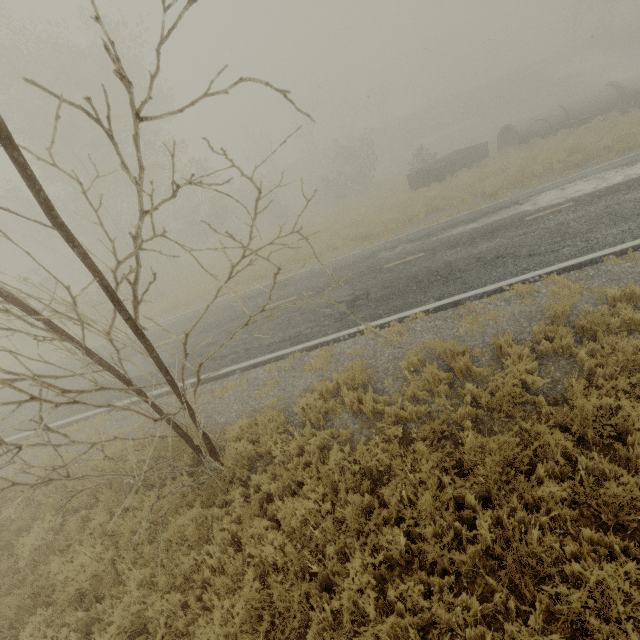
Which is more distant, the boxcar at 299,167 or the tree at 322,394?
the boxcar at 299,167

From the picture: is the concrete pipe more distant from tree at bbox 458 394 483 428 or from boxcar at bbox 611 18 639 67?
boxcar at bbox 611 18 639 67

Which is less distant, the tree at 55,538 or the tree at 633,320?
the tree at 55,538

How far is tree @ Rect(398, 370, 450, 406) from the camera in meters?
5.8 m

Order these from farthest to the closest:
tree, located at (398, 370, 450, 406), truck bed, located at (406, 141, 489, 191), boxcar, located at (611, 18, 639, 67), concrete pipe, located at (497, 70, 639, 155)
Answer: boxcar, located at (611, 18, 639, 67), concrete pipe, located at (497, 70, 639, 155), truck bed, located at (406, 141, 489, 191), tree, located at (398, 370, 450, 406)

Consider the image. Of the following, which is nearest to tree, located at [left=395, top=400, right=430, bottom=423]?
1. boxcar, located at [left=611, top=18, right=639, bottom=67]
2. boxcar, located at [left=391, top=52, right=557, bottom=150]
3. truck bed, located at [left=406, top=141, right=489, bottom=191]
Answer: truck bed, located at [left=406, top=141, right=489, bottom=191]

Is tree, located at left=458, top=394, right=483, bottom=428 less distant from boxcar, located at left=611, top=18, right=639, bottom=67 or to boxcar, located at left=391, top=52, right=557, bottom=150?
boxcar, located at left=391, top=52, right=557, bottom=150

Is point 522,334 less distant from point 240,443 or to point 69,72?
point 240,443
